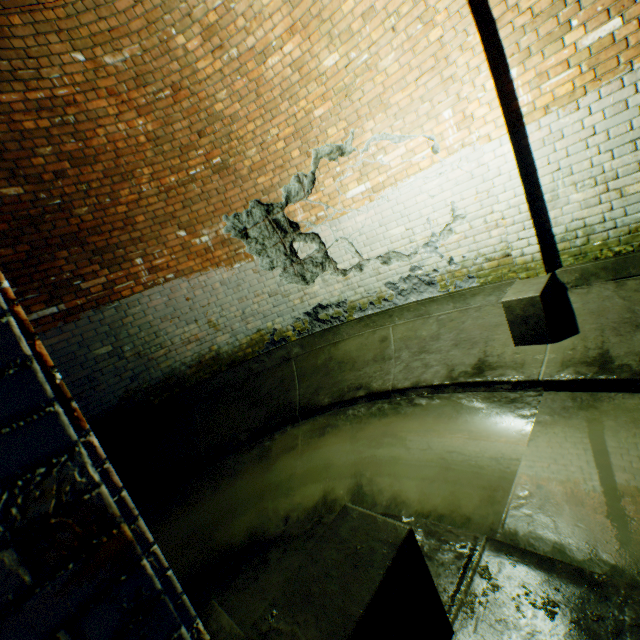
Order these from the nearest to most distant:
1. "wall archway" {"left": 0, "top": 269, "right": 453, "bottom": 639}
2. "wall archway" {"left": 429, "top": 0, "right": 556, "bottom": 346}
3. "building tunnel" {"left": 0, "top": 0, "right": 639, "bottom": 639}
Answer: "wall archway" {"left": 0, "top": 269, "right": 453, "bottom": 639} → "building tunnel" {"left": 0, "top": 0, "right": 639, "bottom": 639} → "wall archway" {"left": 429, "top": 0, "right": 556, "bottom": 346}

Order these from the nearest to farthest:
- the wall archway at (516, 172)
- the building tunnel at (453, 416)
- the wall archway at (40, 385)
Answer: the wall archway at (40, 385) < the building tunnel at (453, 416) < the wall archway at (516, 172)

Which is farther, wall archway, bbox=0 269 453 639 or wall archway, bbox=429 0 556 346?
wall archway, bbox=429 0 556 346

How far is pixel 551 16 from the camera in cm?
288

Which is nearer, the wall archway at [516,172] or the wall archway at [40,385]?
the wall archway at [40,385]

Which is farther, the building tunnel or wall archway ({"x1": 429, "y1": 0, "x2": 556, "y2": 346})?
wall archway ({"x1": 429, "y1": 0, "x2": 556, "y2": 346})
